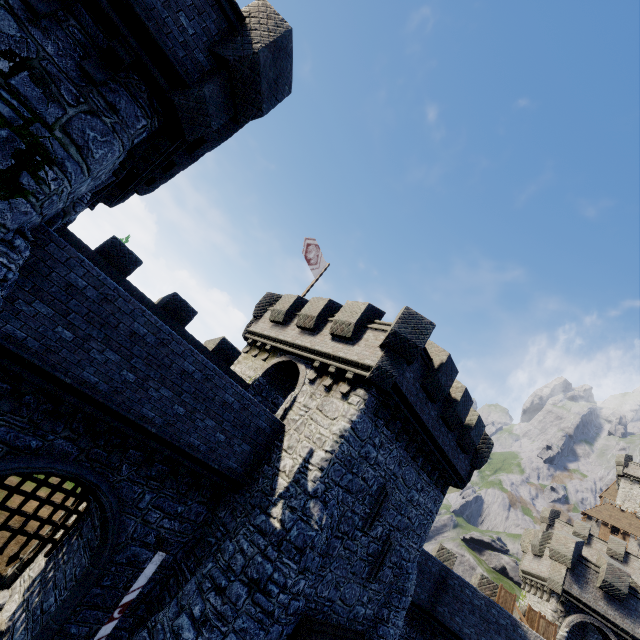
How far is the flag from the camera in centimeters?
1962cm

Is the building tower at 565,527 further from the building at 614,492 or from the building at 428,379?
the building at 614,492

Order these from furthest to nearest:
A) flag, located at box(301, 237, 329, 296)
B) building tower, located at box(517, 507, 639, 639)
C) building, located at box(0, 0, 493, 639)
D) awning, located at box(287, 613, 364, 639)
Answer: building tower, located at box(517, 507, 639, 639) < flag, located at box(301, 237, 329, 296) < awning, located at box(287, 613, 364, 639) < building, located at box(0, 0, 493, 639)

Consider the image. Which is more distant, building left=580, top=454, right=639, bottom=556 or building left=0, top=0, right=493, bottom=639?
building left=580, top=454, right=639, bottom=556

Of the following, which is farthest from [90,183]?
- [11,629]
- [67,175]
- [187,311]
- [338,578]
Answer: [338,578]

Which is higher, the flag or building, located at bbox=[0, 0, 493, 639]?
the flag

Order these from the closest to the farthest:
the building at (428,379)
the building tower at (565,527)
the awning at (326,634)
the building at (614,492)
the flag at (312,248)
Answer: the building at (428,379) < the awning at (326,634) < the flag at (312,248) < the building tower at (565,527) < the building at (614,492)

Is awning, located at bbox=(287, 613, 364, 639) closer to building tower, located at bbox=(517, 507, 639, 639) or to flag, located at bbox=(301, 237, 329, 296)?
flag, located at bbox=(301, 237, 329, 296)
